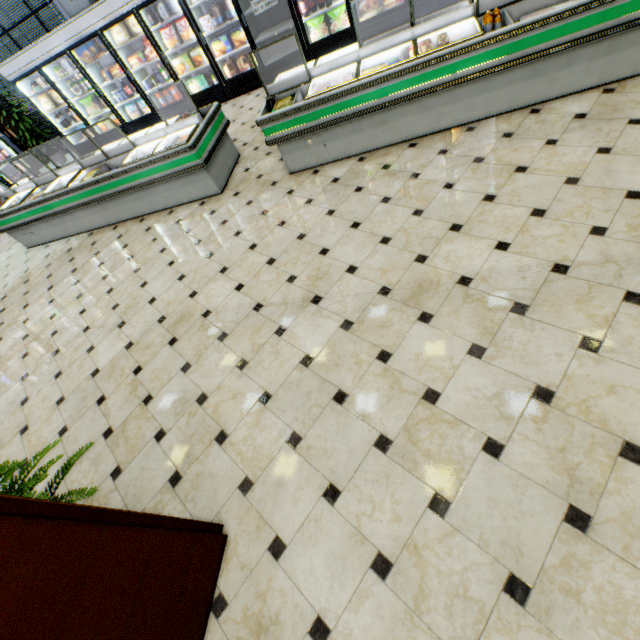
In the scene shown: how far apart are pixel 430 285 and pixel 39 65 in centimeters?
1041cm

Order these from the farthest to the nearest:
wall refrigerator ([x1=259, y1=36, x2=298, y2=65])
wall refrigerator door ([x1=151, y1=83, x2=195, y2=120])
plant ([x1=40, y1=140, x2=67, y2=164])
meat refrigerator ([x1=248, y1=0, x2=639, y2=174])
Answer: plant ([x1=40, y1=140, x2=67, y2=164]), wall refrigerator door ([x1=151, y1=83, x2=195, y2=120]), wall refrigerator ([x1=259, y1=36, x2=298, y2=65]), meat refrigerator ([x1=248, y1=0, x2=639, y2=174])

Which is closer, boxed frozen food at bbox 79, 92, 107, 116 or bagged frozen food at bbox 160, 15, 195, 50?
bagged frozen food at bbox 160, 15, 195, 50

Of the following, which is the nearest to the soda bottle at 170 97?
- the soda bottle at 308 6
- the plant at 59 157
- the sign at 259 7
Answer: the sign at 259 7

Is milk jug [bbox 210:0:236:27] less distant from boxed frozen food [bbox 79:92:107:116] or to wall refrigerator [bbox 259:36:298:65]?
wall refrigerator [bbox 259:36:298:65]

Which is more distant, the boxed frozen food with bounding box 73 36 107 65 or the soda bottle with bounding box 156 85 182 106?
the soda bottle with bounding box 156 85 182 106

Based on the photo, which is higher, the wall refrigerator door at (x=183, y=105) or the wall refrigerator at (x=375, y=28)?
the wall refrigerator door at (x=183, y=105)

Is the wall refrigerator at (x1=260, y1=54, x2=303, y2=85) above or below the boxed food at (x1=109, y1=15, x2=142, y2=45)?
below
